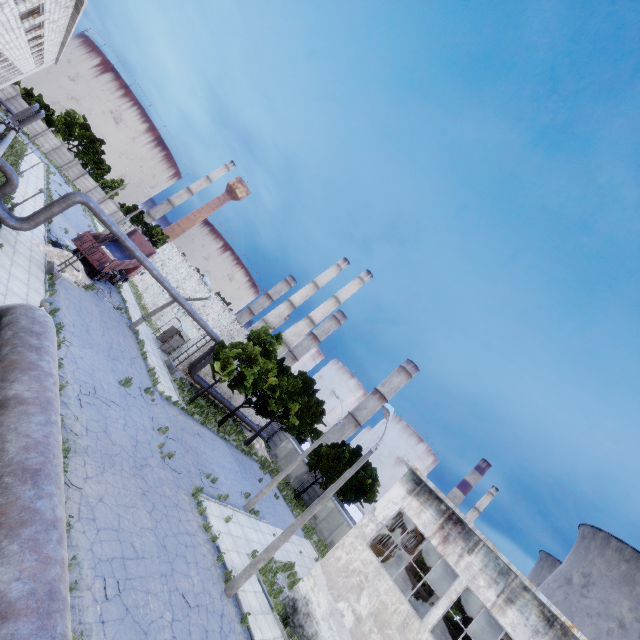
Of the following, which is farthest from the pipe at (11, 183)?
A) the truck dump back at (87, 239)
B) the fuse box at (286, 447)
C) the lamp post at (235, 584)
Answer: the lamp post at (235, 584)

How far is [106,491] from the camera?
11.72m

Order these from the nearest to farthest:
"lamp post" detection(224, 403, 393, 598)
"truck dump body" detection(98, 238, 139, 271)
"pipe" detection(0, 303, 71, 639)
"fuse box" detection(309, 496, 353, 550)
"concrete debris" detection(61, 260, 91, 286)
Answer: Result:
1. "pipe" detection(0, 303, 71, 639)
2. "lamp post" detection(224, 403, 393, 598)
3. "concrete debris" detection(61, 260, 91, 286)
4. "truck dump body" detection(98, 238, 139, 271)
5. "fuse box" detection(309, 496, 353, 550)

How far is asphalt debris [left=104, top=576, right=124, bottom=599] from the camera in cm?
890

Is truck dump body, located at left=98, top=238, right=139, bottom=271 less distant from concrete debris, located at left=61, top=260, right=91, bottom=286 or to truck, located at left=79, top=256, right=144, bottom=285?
truck, located at left=79, top=256, right=144, bottom=285

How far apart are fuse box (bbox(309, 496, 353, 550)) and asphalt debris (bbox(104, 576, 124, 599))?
29.6m

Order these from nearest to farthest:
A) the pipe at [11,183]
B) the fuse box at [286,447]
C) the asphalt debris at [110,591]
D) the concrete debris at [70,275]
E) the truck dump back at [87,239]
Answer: the asphalt debris at [110,591] < the pipe at [11,183] < the concrete debris at [70,275] < the truck dump back at [87,239] < the fuse box at [286,447]

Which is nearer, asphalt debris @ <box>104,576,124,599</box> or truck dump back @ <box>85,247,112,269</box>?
asphalt debris @ <box>104,576,124,599</box>
